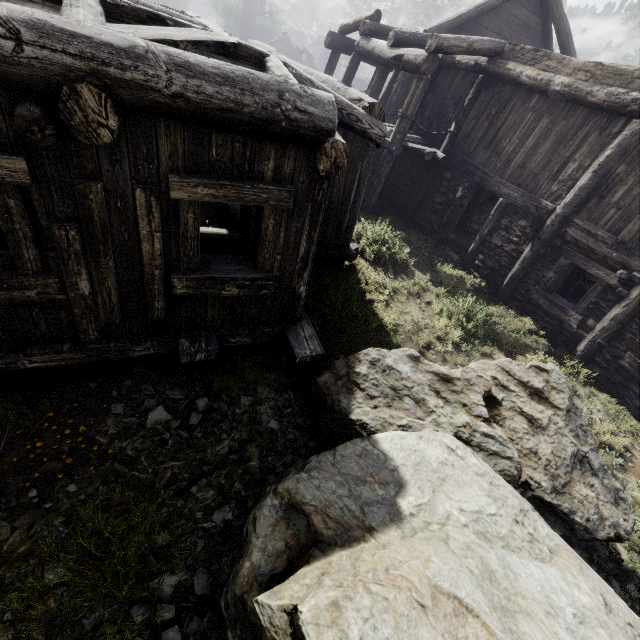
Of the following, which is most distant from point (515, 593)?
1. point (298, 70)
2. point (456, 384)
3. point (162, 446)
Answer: point (298, 70)
